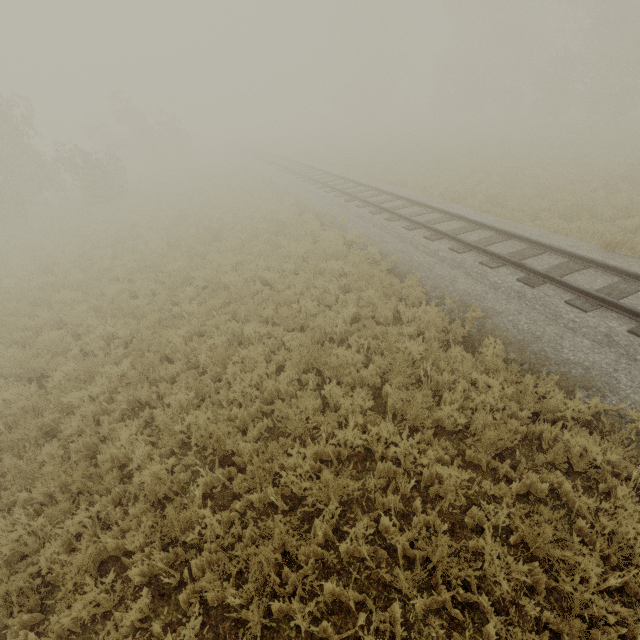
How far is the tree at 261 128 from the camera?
52.9 meters

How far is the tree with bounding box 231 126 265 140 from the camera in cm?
5294

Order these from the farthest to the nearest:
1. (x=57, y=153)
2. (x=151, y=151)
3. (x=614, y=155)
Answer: (x=57, y=153)
(x=151, y=151)
(x=614, y=155)
